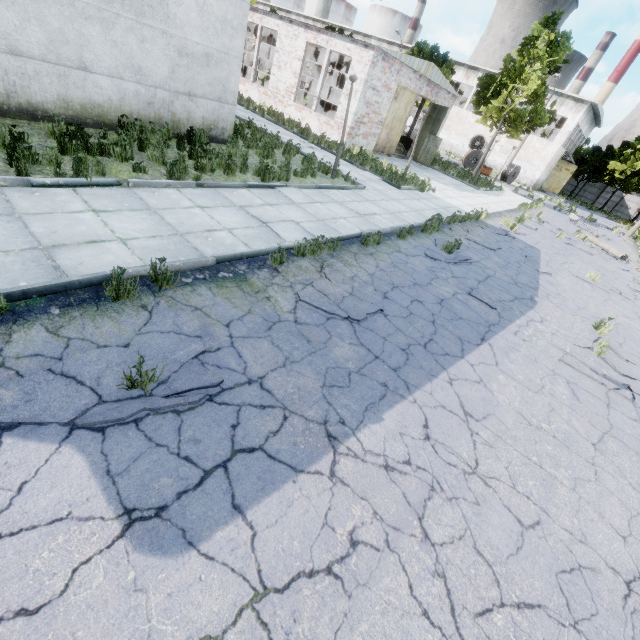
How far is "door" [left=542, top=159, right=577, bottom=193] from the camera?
43.88m

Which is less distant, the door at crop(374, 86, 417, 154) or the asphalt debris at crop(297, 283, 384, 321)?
the asphalt debris at crop(297, 283, 384, 321)

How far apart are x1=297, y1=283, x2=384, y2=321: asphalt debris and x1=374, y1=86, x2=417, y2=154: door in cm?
1904

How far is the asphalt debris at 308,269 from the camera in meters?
5.9

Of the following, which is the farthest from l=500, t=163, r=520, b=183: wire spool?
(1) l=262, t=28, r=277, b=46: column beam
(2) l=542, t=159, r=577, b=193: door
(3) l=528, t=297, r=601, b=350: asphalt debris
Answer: (3) l=528, t=297, r=601, b=350: asphalt debris

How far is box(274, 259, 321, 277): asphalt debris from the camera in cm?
586

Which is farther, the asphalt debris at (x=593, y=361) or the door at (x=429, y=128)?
the door at (x=429, y=128)

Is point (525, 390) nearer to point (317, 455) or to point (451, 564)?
point (451, 564)
